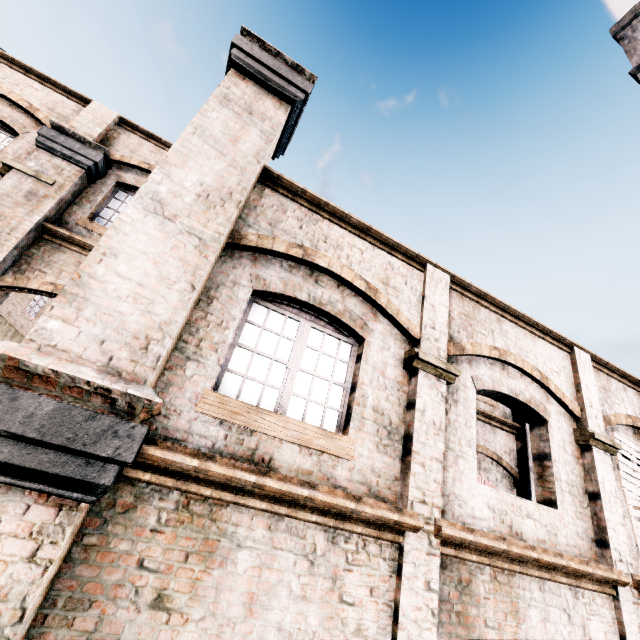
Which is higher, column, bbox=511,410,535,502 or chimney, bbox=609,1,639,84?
chimney, bbox=609,1,639,84

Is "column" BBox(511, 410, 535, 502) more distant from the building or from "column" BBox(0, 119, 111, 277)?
"column" BBox(0, 119, 111, 277)

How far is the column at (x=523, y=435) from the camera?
11.45m

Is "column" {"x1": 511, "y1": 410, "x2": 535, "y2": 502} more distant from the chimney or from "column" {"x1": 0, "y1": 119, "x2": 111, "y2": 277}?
"column" {"x1": 0, "y1": 119, "x2": 111, "y2": 277}

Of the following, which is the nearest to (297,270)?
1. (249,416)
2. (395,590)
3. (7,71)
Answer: (249,416)

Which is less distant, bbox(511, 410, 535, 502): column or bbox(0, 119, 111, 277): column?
bbox(0, 119, 111, 277): column

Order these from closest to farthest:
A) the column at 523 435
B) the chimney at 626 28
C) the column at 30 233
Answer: the column at 30 233 → the column at 523 435 → the chimney at 626 28

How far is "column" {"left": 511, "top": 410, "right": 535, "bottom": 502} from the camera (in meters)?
11.45
